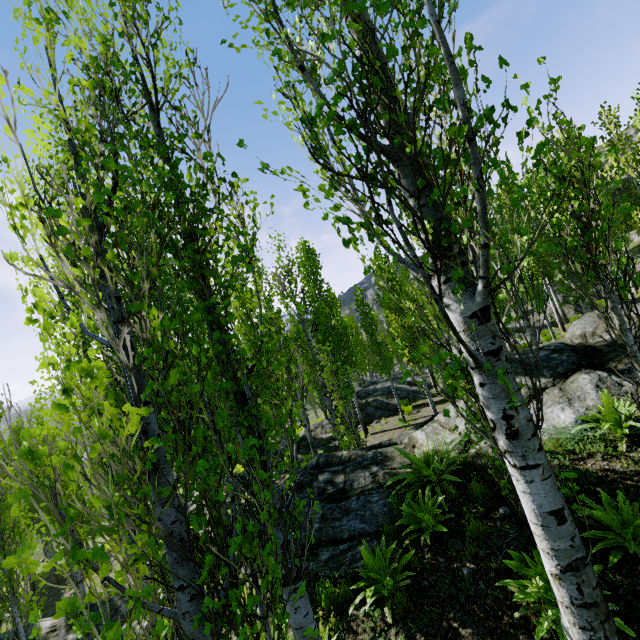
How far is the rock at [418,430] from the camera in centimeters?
633cm

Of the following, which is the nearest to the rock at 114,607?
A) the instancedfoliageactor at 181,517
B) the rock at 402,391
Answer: the instancedfoliageactor at 181,517

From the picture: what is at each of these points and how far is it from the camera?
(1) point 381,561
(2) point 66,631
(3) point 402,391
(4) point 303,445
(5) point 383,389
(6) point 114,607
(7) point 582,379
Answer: (1) instancedfoliageactor, 5.2m
(2) rock, 9.6m
(3) rock, 21.8m
(4) rock, 20.6m
(5) rock, 22.9m
(6) rock, 10.2m
(7) rock, 6.6m

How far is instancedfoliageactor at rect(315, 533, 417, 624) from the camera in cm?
462

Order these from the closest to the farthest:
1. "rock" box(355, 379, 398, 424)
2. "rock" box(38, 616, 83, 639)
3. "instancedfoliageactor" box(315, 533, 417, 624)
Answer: "instancedfoliageactor" box(315, 533, 417, 624)
"rock" box(38, 616, 83, 639)
"rock" box(355, 379, 398, 424)

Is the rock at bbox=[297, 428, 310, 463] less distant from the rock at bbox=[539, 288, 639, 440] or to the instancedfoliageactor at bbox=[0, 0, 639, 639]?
the instancedfoliageactor at bbox=[0, 0, 639, 639]

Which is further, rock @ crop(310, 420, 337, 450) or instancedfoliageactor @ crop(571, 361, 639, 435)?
rock @ crop(310, 420, 337, 450)
